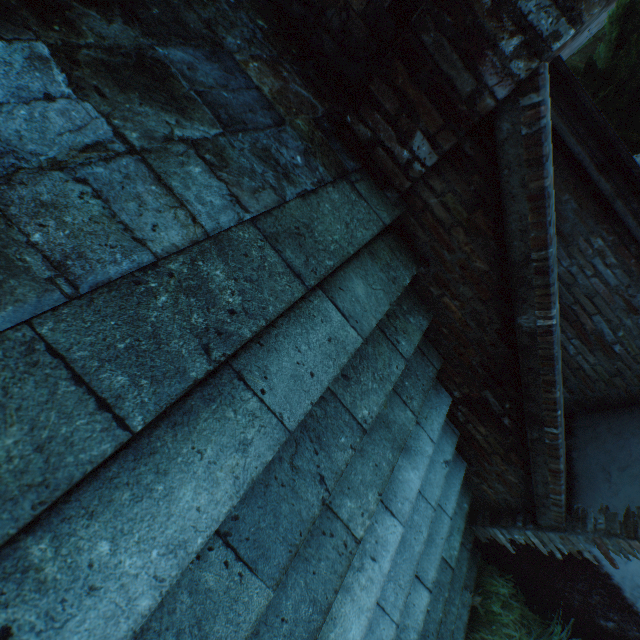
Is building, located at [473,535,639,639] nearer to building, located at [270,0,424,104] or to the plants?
building, located at [270,0,424,104]

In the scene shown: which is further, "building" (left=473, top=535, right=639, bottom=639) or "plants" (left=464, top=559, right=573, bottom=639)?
"plants" (left=464, top=559, right=573, bottom=639)

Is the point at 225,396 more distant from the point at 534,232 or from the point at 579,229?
the point at 579,229

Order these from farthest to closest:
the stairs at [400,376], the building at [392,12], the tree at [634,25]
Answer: the tree at [634,25]
the building at [392,12]
the stairs at [400,376]

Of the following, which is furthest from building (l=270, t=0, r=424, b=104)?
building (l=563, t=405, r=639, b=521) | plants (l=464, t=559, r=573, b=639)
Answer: plants (l=464, t=559, r=573, b=639)

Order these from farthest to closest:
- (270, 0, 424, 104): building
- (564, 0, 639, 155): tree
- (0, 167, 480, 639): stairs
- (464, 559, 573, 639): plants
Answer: (464, 559, 573, 639): plants < (564, 0, 639, 155): tree < (270, 0, 424, 104): building < (0, 167, 480, 639): stairs

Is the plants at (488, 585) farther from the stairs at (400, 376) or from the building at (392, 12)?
the building at (392, 12)

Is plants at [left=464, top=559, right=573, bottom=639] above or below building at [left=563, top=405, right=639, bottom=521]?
below
